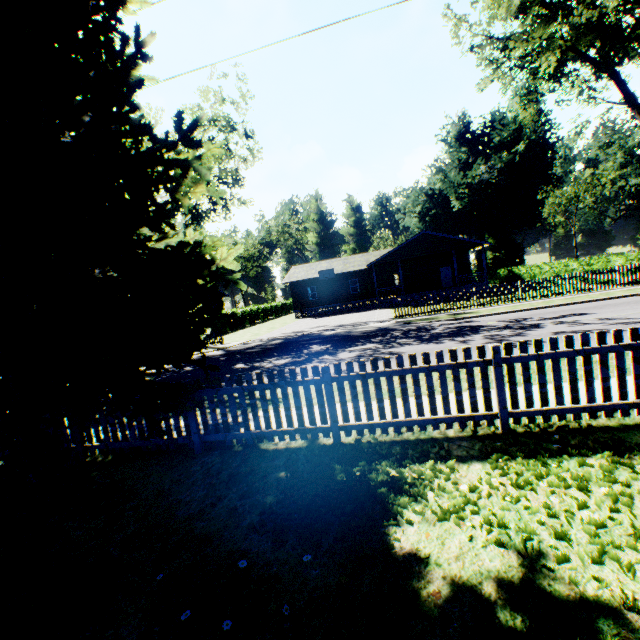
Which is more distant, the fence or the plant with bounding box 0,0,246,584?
the fence

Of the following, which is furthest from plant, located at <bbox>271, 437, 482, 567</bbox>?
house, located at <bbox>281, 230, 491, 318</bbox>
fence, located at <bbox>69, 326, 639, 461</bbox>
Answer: house, located at <bbox>281, 230, 491, 318</bbox>

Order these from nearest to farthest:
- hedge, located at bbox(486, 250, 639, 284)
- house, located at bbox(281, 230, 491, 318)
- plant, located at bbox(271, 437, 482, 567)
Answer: plant, located at bbox(271, 437, 482, 567) → hedge, located at bbox(486, 250, 639, 284) → house, located at bbox(281, 230, 491, 318)

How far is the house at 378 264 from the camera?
29.9 meters

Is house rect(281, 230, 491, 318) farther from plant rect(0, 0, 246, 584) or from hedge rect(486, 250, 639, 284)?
plant rect(0, 0, 246, 584)

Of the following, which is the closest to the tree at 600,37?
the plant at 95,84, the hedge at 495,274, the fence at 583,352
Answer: the hedge at 495,274

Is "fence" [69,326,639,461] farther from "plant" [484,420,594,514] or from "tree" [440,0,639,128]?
"tree" [440,0,639,128]

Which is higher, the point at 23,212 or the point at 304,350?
the point at 23,212
